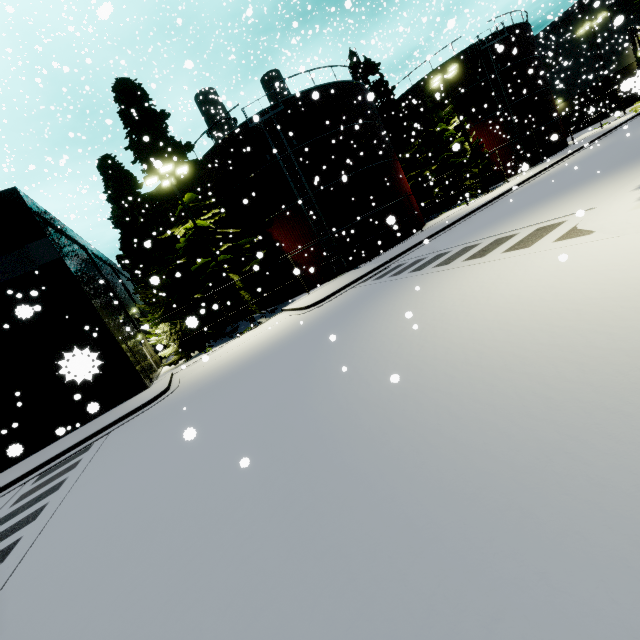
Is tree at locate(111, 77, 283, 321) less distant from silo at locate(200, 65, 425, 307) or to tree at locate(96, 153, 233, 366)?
silo at locate(200, 65, 425, 307)

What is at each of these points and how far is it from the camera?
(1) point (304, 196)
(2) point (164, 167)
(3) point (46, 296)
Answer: (1) silo, 22.6m
(2) light, 16.8m
(3) building, 15.1m

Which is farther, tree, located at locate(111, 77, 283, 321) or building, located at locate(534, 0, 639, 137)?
building, located at locate(534, 0, 639, 137)

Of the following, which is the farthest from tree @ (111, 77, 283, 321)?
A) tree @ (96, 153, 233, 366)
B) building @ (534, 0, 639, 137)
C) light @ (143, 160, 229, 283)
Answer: building @ (534, 0, 639, 137)

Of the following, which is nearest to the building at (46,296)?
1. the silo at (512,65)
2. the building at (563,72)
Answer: the silo at (512,65)

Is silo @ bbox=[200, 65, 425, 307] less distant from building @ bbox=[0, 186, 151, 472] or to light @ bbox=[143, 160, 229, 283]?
building @ bbox=[0, 186, 151, 472]

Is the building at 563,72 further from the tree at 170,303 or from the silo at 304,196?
the tree at 170,303

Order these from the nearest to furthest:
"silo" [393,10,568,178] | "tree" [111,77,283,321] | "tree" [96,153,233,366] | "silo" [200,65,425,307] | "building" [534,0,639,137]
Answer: "tree" [111,77,283,321] → "tree" [96,153,233,366] → "silo" [200,65,425,307] → "silo" [393,10,568,178] → "building" [534,0,639,137]
